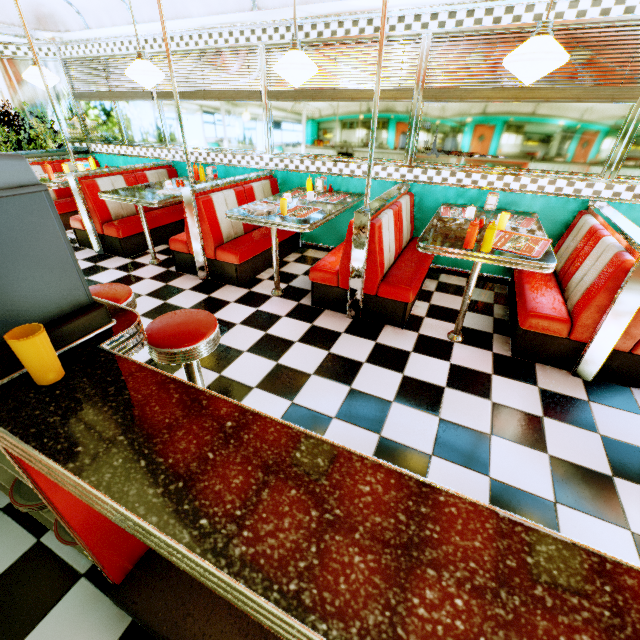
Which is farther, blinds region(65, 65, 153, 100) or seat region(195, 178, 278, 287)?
blinds region(65, 65, 153, 100)

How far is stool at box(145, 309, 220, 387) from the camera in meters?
1.6 m

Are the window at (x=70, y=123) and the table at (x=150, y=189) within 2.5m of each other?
no

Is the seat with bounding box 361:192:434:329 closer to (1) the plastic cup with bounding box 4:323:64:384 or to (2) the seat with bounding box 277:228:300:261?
(2) the seat with bounding box 277:228:300:261

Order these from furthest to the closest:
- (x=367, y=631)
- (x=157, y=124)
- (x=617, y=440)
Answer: (x=157, y=124)
(x=617, y=440)
(x=367, y=631)

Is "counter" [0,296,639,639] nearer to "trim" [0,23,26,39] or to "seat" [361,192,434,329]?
"trim" [0,23,26,39]

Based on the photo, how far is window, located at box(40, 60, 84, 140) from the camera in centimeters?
553cm

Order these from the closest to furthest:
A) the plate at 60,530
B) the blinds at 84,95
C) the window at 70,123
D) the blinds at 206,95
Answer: the plate at 60,530 → the blinds at 206,95 → the blinds at 84,95 → the window at 70,123
